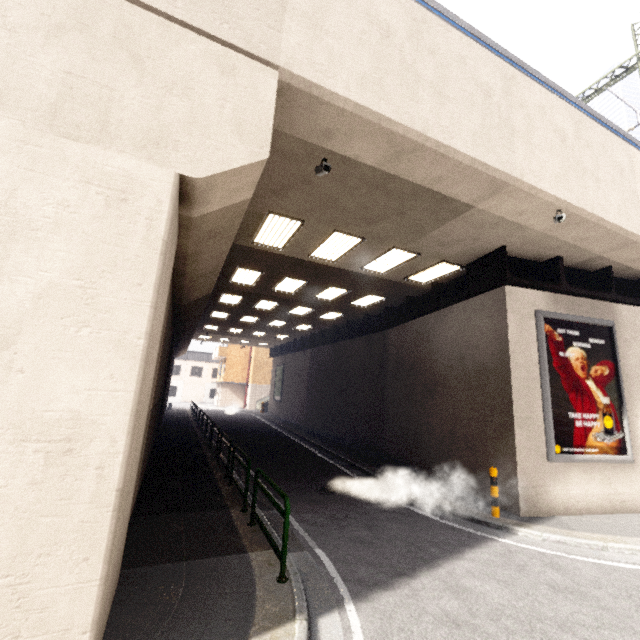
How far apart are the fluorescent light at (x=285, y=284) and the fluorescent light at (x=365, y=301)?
2.9 meters

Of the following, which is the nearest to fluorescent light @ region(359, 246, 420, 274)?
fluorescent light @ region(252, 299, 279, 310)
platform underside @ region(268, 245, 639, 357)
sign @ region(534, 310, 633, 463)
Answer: platform underside @ region(268, 245, 639, 357)

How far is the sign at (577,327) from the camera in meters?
8.5

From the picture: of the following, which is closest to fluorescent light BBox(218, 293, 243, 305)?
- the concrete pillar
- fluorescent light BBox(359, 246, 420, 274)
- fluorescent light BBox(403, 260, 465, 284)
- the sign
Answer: the concrete pillar

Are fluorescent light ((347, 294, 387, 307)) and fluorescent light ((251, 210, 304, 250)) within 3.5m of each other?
no

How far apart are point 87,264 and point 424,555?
6.9m

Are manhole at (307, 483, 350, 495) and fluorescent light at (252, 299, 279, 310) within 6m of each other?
no

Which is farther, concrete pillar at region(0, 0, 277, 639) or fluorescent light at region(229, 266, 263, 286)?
fluorescent light at region(229, 266, 263, 286)
